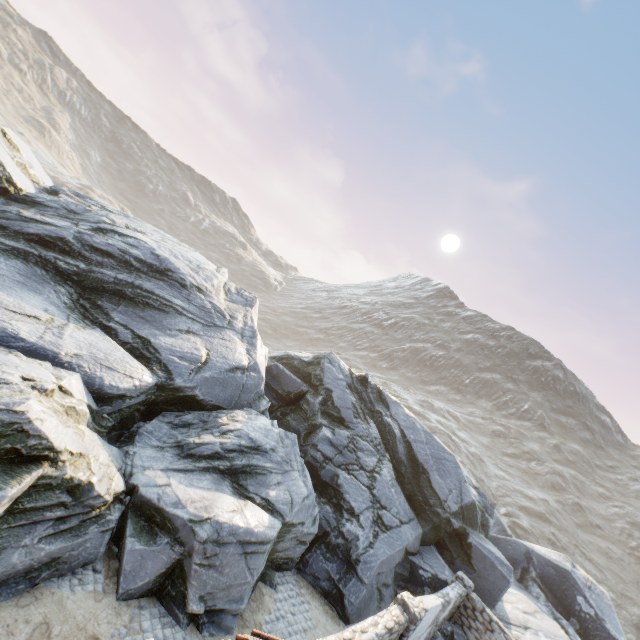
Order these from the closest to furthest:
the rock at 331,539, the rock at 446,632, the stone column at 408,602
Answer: the rock at 331,539 < the stone column at 408,602 < the rock at 446,632

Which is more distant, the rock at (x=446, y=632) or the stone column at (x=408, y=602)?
the rock at (x=446, y=632)

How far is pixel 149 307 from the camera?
14.1m

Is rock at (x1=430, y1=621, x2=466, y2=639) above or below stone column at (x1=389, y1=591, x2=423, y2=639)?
below

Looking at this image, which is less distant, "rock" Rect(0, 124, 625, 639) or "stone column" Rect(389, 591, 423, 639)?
"rock" Rect(0, 124, 625, 639)

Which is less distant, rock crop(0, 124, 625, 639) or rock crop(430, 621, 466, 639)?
rock crop(0, 124, 625, 639)

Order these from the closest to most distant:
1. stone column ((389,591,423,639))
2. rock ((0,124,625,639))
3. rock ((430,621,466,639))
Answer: rock ((0,124,625,639))
stone column ((389,591,423,639))
rock ((430,621,466,639))
